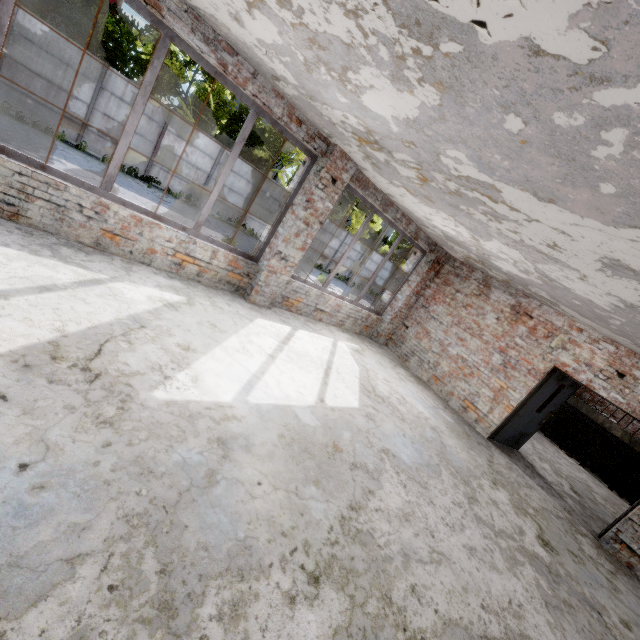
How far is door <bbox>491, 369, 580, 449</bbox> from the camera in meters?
7.3 m

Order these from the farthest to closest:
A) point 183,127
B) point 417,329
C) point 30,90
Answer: point 183,127, point 30,90, point 417,329

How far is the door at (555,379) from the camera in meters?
7.3
